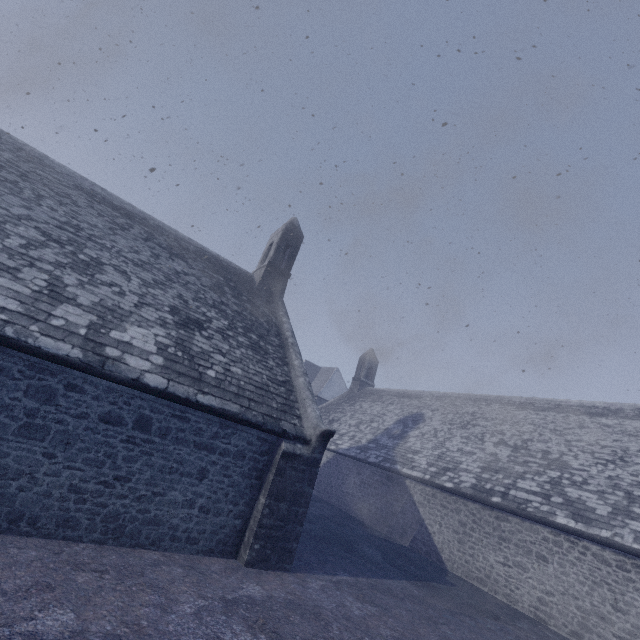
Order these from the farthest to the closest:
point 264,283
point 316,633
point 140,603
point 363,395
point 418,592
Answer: point 363,395
point 264,283
point 418,592
point 316,633
point 140,603
